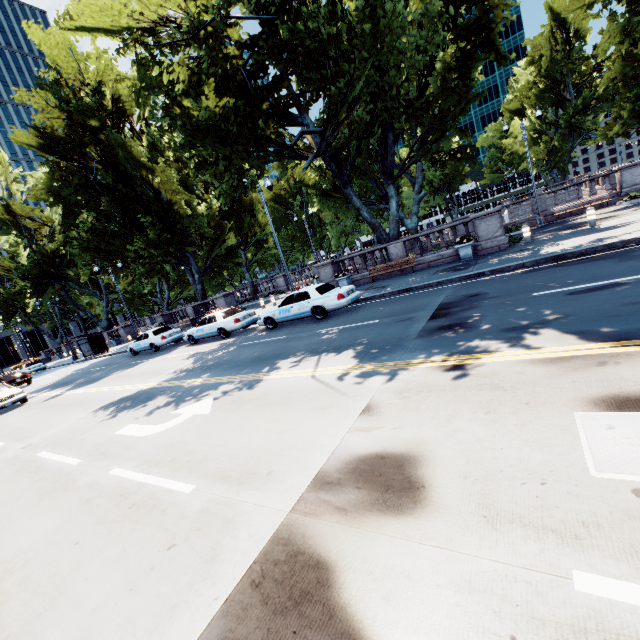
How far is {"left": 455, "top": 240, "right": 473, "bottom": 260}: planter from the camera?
16.3m

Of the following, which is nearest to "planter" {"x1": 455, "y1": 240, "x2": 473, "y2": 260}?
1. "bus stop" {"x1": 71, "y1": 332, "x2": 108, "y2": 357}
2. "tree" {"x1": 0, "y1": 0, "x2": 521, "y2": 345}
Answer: "tree" {"x1": 0, "y1": 0, "x2": 521, "y2": 345}

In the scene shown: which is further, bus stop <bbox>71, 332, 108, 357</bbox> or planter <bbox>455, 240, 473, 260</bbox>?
bus stop <bbox>71, 332, 108, 357</bbox>

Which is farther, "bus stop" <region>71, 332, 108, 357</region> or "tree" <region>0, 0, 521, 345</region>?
Answer: "bus stop" <region>71, 332, 108, 357</region>

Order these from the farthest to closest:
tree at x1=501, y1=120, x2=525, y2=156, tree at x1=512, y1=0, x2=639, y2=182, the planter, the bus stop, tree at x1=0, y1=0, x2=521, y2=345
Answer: tree at x1=501, y1=120, x2=525, y2=156
the bus stop
tree at x1=512, y1=0, x2=639, y2=182
the planter
tree at x1=0, y1=0, x2=521, y2=345

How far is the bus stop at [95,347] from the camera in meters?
33.1

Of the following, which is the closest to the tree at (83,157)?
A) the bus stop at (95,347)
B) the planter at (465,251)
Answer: the planter at (465,251)

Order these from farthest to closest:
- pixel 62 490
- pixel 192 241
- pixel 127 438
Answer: pixel 192 241 → pixel 127 438 → pixel 62 490
